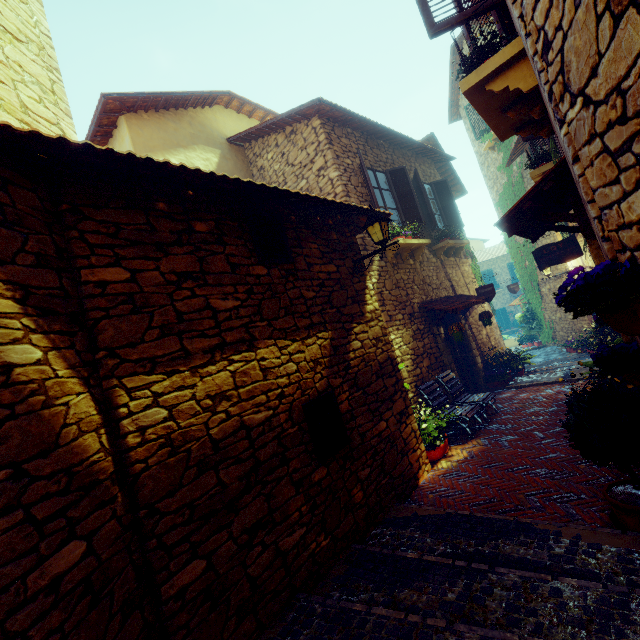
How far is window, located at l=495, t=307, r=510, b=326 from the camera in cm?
2912

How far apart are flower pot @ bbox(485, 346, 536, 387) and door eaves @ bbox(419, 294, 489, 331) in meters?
1.5 m

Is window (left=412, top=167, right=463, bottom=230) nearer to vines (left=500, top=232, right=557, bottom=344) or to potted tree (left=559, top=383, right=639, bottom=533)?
vines (left=500, top=232, right=557, bottom=344)

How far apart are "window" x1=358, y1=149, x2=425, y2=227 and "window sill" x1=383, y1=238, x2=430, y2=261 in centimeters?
46cm

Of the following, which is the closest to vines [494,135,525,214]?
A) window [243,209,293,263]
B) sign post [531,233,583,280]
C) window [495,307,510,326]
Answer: sign post [531,233,583,280]

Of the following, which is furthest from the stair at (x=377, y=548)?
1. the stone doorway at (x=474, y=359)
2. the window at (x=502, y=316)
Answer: the window at (x=502, y=316)

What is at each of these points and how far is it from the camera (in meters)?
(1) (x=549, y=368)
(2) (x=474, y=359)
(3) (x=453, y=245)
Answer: (1) stair, 9.37
(2) stone doorway, 8.77
(3) window sill, 9.24

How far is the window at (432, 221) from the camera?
8.7 meters
